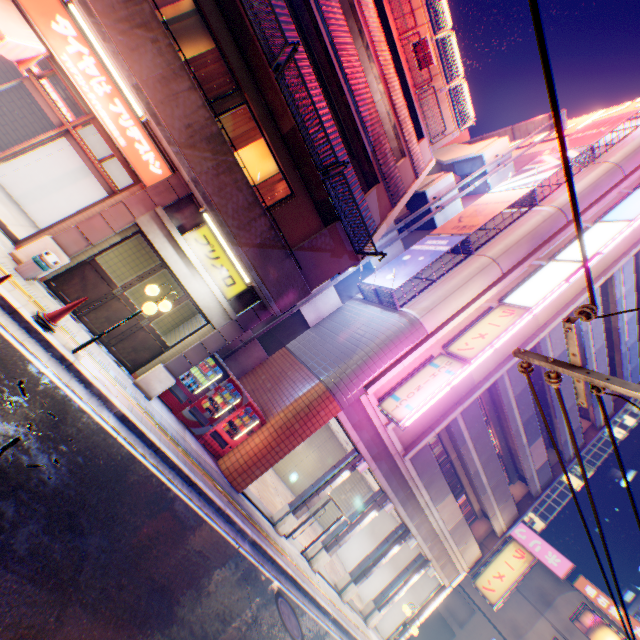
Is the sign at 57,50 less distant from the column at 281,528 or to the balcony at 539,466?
the column at 281,528

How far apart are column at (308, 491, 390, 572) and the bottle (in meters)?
8.95

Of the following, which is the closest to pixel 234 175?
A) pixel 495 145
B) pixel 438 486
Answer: pixel 438 486

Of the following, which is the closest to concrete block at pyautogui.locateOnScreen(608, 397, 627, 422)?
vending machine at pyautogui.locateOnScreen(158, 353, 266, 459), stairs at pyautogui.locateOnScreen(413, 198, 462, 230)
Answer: vending machine at pyautogui.locateOnScreen(158, 353, 266, 459)

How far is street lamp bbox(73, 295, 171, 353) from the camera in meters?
6.9 m

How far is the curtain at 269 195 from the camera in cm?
985

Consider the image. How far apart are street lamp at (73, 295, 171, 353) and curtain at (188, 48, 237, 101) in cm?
474

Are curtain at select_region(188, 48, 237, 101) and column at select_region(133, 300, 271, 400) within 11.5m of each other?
yes
